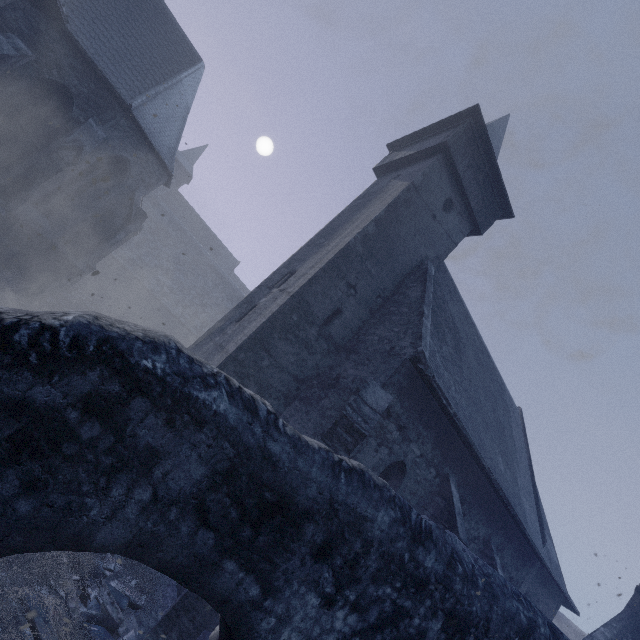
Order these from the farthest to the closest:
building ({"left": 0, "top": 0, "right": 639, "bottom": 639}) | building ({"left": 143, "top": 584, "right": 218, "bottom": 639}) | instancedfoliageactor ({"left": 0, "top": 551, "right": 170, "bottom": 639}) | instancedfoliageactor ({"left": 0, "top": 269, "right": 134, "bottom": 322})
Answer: instancedfoliageactor ({"left": 0, "top": 269, "right": 134, "bottom": 322})
building ({"left": 0, "top": 0, "right": 639, "bottom": 639})
building ({"left": 143, "top": 584, "right": 218, "bottom": 639})
instancedfoliageactor ({"left": 0, "top": 551, "right": 170, "bottom": 639})

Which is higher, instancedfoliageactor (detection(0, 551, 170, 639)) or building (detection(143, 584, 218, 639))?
building (detection(143, 584, 218, 639))

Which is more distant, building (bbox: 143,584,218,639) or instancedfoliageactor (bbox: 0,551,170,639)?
building (bbox: 143,584,218,639)

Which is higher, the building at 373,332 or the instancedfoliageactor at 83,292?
the building at 373,332

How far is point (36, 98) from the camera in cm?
1041

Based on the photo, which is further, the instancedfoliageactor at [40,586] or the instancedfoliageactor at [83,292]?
the instancedfoliageactor at [83,292]
